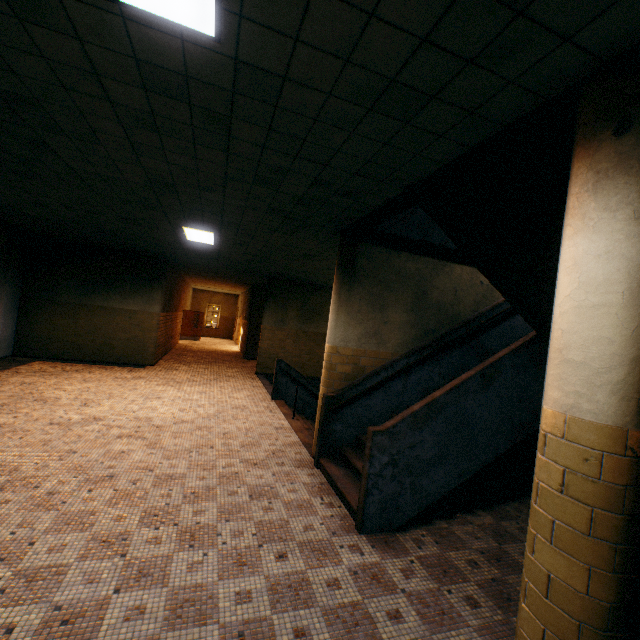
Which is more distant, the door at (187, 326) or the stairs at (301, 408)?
the door at (187, 326)

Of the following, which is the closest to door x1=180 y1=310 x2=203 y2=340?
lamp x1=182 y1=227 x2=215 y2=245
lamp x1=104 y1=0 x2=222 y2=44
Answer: lamp x1=182 y1=227 x2=215 y2=245

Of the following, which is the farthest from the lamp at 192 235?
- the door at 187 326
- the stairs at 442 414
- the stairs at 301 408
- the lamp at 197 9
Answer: the door at 187 326

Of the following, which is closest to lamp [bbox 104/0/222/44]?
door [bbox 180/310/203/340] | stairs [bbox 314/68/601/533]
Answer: stairs [bbox 314/68/601/533]

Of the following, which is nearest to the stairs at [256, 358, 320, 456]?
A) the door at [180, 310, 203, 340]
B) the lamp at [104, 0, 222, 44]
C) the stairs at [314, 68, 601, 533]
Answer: the stairs at [314, 68, 601, 533]

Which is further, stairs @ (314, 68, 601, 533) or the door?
the door

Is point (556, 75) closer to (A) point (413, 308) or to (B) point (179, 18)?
(B) point (179, 18)

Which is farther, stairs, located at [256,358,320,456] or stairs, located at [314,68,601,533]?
stairs, located at [256,358,320,456]
